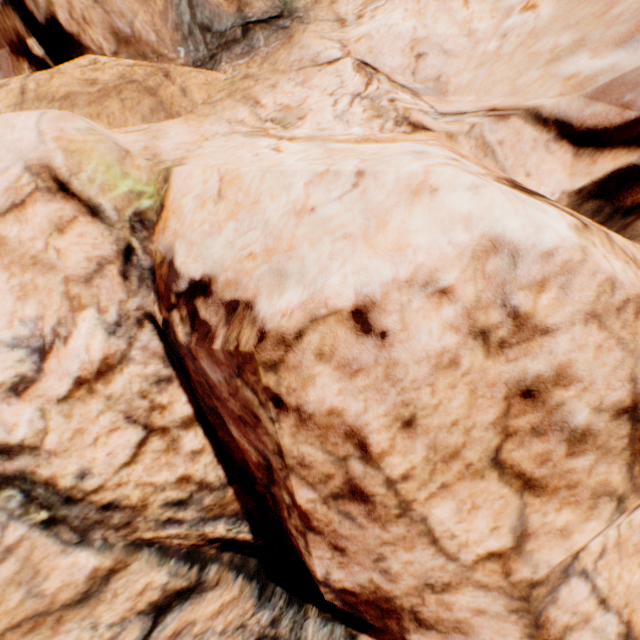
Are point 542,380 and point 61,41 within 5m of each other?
no
